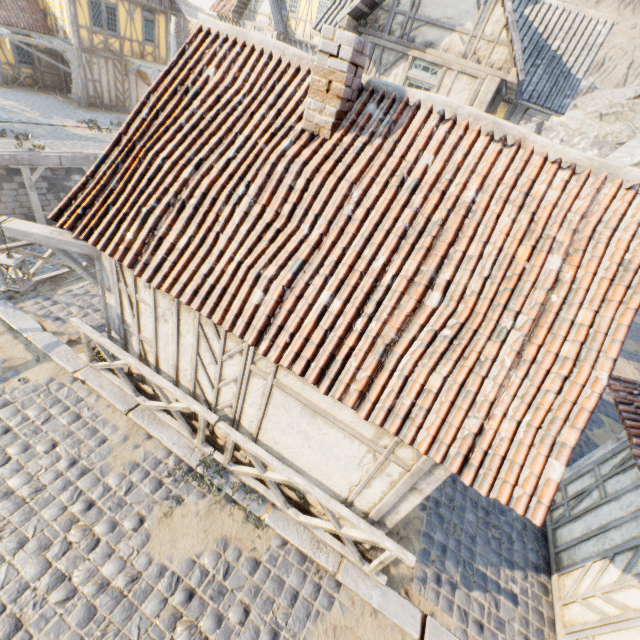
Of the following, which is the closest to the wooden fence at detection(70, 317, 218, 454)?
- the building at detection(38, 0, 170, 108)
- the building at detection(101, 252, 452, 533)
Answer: the building at detection(101, 252, 452, 533)

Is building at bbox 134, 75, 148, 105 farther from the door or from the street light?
the street light

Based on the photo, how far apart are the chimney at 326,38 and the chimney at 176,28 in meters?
36.9 m

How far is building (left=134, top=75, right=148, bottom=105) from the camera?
21.55m

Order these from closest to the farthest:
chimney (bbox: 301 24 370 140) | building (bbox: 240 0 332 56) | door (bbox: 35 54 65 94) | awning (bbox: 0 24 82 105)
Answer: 1. chimney (bbox: 301 24 370 140)
2. awning (bbox: 0 24 82 105)
3. door (bbox: 35 54 65 94)
4. building (bbox: 240 0 332 56)

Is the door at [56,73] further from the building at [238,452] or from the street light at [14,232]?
A: the street light at [14,232]

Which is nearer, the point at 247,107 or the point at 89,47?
the point at 247,107

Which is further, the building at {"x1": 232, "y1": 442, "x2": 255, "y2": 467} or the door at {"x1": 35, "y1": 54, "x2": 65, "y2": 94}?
the door at {"x1": 35, "y1": 54, "x2": 65, "y2": 94}
